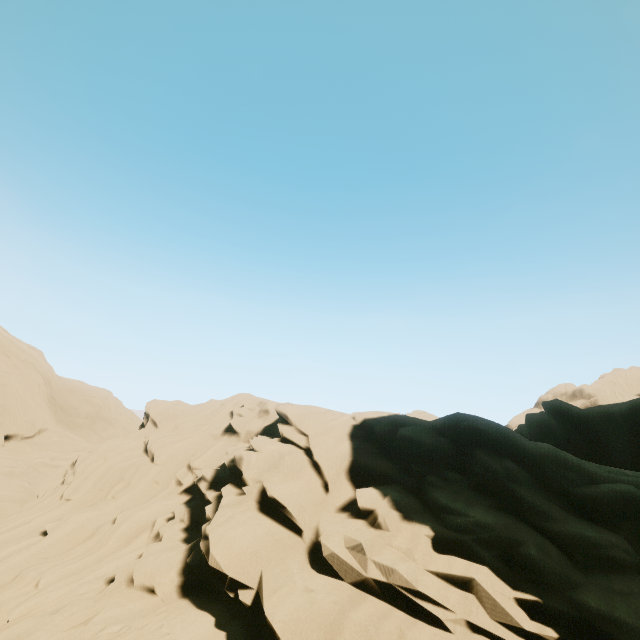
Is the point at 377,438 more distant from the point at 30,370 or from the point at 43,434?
the point at 30,370
